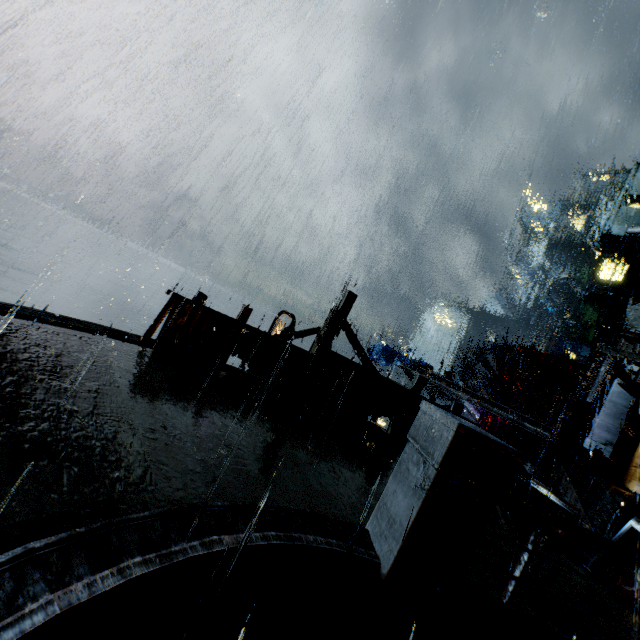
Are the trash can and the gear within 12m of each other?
no

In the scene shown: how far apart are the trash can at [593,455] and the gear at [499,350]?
14.2m

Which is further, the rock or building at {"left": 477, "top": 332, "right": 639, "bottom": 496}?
the rock

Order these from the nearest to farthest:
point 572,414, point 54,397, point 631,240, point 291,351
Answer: point 54,397 < point 291,351 < point 572,414 < point 631,240

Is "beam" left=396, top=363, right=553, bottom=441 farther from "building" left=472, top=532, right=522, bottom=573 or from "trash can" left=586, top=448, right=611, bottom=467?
"trash can" left=586, top=448, right=611, bottom=467

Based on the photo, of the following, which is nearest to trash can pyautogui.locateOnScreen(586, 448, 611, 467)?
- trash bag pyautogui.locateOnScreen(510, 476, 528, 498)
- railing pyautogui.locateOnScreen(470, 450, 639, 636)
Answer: trash bag pyautogui.locateOnScreen(510, 476, 528, 498)

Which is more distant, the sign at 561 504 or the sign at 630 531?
the sign at 561 504

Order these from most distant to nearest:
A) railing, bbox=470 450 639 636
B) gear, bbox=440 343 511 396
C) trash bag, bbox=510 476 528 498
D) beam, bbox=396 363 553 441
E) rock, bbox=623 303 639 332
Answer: rock, bbox=623 303 639 332, gear, bbox=440 343 511 396, beam, bbox=396 363 553 441, trash bag, bbox=510 476 528 498, railing, bbox=470 450 639 636
